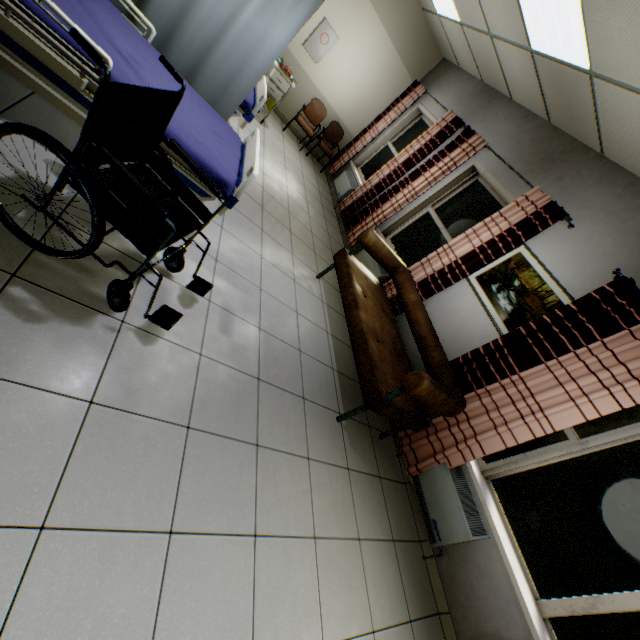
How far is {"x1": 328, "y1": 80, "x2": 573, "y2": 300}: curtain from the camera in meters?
3.6

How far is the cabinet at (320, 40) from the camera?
6.0m

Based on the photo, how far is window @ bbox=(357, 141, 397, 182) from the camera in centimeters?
662cm

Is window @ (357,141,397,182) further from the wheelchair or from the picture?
the wheelchair

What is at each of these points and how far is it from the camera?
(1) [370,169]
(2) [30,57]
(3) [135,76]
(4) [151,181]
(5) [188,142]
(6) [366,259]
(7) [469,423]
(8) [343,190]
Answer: (1) window, 6.9 meters
(2) bed, 1.7 meters
(3) blanket, 2.0 meters
(4) wheelchair, 1.9 meters
(5) blanket, 2.2 meters
(6) radiator, 5.2 meters
(7) curtain, 3.0 meters
(8) radiator, 6.7 meters

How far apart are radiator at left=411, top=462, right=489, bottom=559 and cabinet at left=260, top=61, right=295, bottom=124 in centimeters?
598cm

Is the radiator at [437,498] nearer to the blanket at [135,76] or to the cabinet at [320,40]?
the blanket at [135,76]

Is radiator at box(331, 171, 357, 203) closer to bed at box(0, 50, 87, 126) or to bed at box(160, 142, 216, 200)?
bed at box(160, 142, 216, 200)
